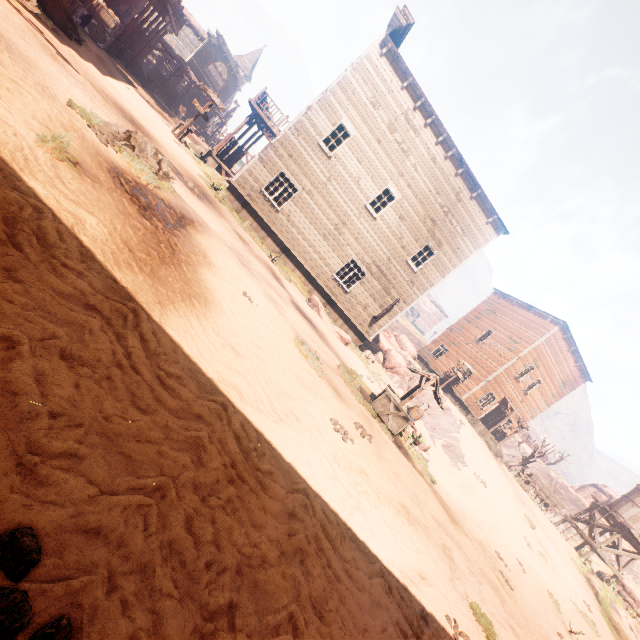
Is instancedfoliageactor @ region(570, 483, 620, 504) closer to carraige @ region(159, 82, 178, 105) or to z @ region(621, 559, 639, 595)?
z @ region(621, 559, 639, 595)

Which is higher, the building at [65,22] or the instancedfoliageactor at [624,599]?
the instancedfoliageactor at [624,599]

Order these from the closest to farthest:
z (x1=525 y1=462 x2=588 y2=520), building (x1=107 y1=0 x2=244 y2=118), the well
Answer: the well, building (x1=107 y1=0 x2=244 y2=118), z (x1=525 y1=462 x2=588 y2=520)

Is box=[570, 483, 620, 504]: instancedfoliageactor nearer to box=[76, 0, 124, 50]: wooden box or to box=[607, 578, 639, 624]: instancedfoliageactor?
box=[607, 578, 639, 624]: instancedfoliageactor

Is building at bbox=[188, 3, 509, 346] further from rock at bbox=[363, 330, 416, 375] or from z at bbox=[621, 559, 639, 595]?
rock at bbox=[363, 330, 416, 375]

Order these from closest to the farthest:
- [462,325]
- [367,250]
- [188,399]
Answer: [188,399] < [367,250] < [462,325]

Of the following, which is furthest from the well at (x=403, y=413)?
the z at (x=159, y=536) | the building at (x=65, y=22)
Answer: the building at (x=65, y=22)

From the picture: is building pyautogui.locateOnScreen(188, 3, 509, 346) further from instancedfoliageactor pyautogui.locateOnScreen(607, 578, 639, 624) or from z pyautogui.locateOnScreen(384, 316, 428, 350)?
instancedfoliageactor pyautogui.locateOnScreen(607, 578, 639, 624)
